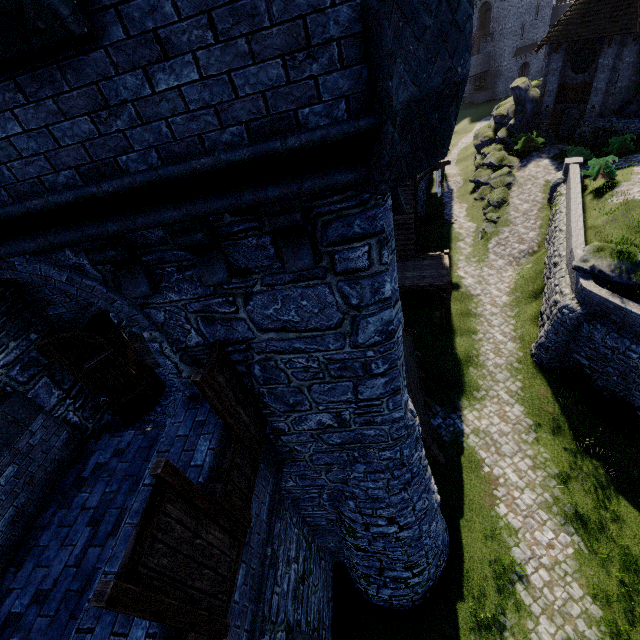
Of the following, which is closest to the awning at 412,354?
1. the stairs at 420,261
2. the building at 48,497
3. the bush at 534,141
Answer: the building at 48,497

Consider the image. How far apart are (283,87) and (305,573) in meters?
11.1

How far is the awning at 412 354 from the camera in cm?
1063

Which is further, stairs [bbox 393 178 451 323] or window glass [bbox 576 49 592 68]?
window glass [bbox 576 49 592 68]

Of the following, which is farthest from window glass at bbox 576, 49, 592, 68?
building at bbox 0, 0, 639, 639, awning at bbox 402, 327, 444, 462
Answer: awning at bbox 402, 327, 444, 462

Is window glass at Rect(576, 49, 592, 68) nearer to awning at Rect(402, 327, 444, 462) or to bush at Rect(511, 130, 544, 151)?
bush at Rect(511, 130, 544, 151)

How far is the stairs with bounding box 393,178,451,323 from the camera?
18.3 meters

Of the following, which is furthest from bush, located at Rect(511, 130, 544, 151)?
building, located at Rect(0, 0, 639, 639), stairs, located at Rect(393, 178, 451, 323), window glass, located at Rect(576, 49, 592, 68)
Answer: building, located at Rect(0, 0, 639, 639)
